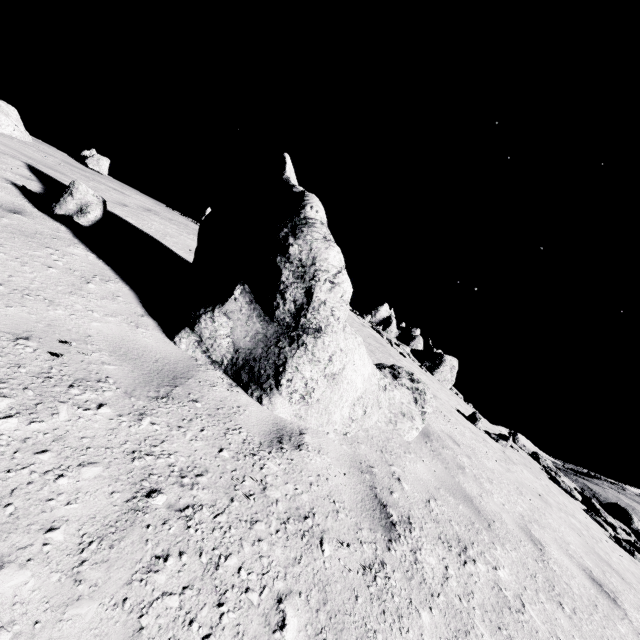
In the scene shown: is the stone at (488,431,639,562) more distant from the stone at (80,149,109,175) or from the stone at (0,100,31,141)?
the stone at (0,100,31,141)

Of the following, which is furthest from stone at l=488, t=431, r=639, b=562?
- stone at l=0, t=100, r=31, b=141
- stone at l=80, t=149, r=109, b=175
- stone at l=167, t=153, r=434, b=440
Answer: stone at l=0, t=100, r=31, b=141

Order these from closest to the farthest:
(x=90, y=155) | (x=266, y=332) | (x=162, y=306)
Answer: (x=266, y=332)
(x=162, y=306)
(x=90, y=155)

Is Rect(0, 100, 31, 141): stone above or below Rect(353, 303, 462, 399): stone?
below

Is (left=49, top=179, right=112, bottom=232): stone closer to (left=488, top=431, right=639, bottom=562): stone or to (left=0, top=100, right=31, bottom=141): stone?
(left=0, top=100, right=31, bottom=141): stone

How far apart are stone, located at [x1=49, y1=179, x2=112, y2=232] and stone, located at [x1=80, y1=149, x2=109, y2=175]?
7.62m

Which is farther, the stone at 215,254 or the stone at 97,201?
the stone at 97,201

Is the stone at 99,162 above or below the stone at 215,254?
above
